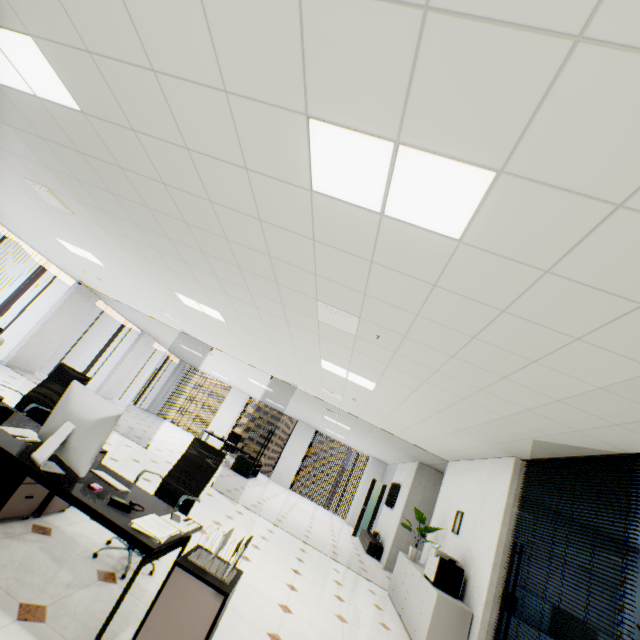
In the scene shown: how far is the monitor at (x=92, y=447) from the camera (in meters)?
2.06

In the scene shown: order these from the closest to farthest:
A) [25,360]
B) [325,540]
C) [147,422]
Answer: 1. [325,540]
2. [25,360]
3. [147,422]

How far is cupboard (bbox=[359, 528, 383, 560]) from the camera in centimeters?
959cm

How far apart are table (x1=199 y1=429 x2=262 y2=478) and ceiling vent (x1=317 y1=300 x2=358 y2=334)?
10.0 meters

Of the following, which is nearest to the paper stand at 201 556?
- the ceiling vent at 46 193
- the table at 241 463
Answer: the ceiling vent at 46 193

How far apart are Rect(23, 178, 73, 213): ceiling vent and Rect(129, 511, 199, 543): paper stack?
4.51m

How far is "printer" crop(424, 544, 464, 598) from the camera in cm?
484

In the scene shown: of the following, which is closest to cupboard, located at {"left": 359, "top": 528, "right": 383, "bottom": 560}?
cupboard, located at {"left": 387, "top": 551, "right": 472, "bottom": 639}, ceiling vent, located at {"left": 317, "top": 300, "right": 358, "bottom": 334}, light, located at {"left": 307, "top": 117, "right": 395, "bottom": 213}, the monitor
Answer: cupboard, located at {"left": 387, "top": 551, "right": 472, "bottom": 639}
